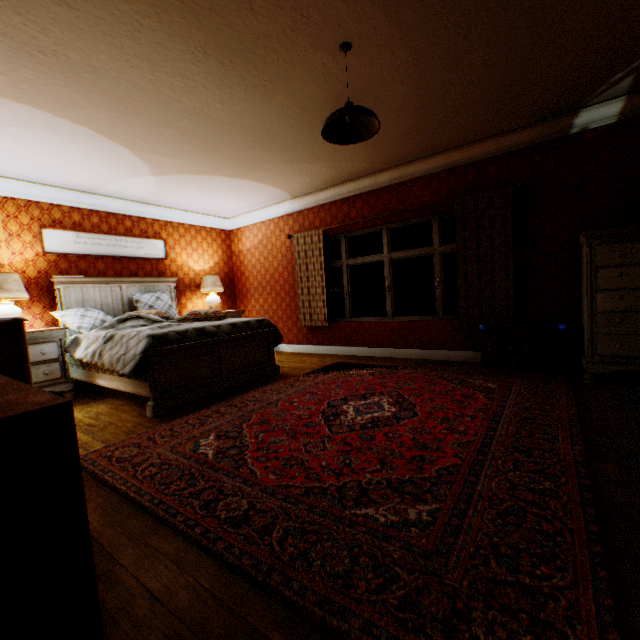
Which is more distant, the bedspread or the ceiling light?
the bedspread

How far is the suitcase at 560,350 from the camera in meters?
4.0 m

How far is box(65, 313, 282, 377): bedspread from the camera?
3.5m

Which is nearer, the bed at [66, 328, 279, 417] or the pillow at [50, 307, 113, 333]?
the bed at [66, 328, 279, 417]

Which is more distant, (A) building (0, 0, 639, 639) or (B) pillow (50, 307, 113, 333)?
(B) pillow (50, 307, 113, 333)

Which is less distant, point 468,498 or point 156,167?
point 468,498

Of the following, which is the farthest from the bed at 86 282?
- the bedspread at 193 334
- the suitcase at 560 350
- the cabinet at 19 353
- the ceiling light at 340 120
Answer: the suitcase at 560 350

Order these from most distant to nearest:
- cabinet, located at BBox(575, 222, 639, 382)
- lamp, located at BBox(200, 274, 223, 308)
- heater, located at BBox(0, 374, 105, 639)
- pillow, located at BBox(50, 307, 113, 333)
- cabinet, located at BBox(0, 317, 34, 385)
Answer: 1. lamp, located at BBox(200, 274, 223, 308)
2. pillow, located at BBox(50, 307, 113, 333)
3. cabinet, located at BBox(575, 222, 639, 382)
4. cabinet, located at BBox(0, 317, 34, 385)
5. heater, located at BBox(0, 374, 105, 639)
